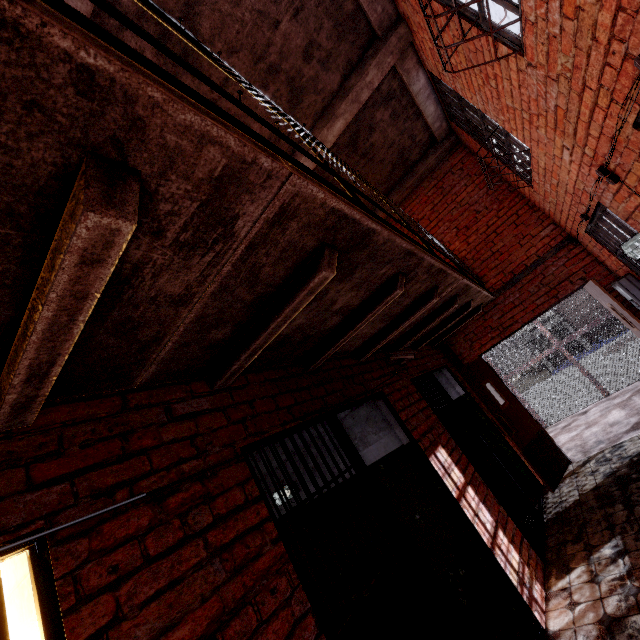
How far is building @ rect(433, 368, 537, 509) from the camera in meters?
5.3 m

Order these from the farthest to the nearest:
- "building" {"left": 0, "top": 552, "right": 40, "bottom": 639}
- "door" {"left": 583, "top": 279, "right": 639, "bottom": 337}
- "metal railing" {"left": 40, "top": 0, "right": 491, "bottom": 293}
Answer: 1. "door" {"left": 583, "top": 279, "right": 639, "bottom": 337}
2. "building" {"left": 0, "top": 552, "right": 40, "bottom": 639}
3. "metal railing" {"left": 40, "top": 0, "right": 491, "bottom": 293}

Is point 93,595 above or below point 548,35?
below

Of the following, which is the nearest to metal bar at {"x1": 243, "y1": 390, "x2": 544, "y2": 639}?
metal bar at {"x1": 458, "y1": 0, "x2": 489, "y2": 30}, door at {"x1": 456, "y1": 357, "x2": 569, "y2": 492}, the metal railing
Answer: metal bar at {"x1": 458, "y1": 0, "x2": 489, "y2": 30}

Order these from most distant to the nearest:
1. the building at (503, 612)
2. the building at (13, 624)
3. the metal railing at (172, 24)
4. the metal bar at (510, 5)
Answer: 1. the building at (503, 612)
2. the metal bar at (510, 5)
3. the building at (13, 624)
4. the metal railing at (172, 24)

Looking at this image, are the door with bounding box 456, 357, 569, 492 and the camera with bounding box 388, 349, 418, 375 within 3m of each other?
yes

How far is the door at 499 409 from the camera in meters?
5.0 m

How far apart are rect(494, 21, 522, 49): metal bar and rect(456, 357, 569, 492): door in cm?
438
